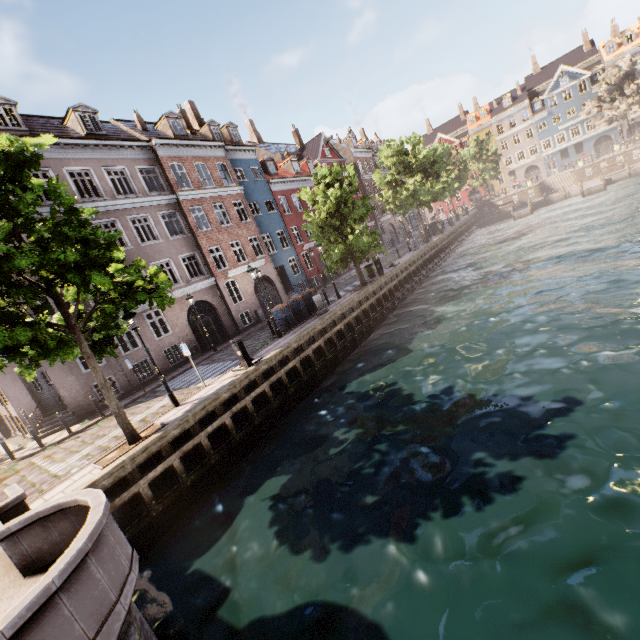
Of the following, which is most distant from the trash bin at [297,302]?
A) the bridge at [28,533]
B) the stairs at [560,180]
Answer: the stairs at [560,180]

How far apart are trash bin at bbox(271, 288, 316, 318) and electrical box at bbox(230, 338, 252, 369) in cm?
628

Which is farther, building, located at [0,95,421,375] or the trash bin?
building, located at [0,95,421,375]

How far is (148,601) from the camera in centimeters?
702cm

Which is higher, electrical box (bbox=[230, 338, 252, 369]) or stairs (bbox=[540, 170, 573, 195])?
electrical box (bbox=[230, 338, 252, 369])

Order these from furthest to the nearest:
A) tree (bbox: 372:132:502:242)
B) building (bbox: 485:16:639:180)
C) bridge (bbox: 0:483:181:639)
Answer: building (bbox: 485:16:639:180) < tree (bbox: 372:132:502:242) < bridge (bbox: 0:483:181:639)

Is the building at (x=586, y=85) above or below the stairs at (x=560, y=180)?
above

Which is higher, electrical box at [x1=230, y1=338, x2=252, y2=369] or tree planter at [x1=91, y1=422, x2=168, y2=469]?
electrical box at [x1=230, y1=338, x2=252, y2=369]
